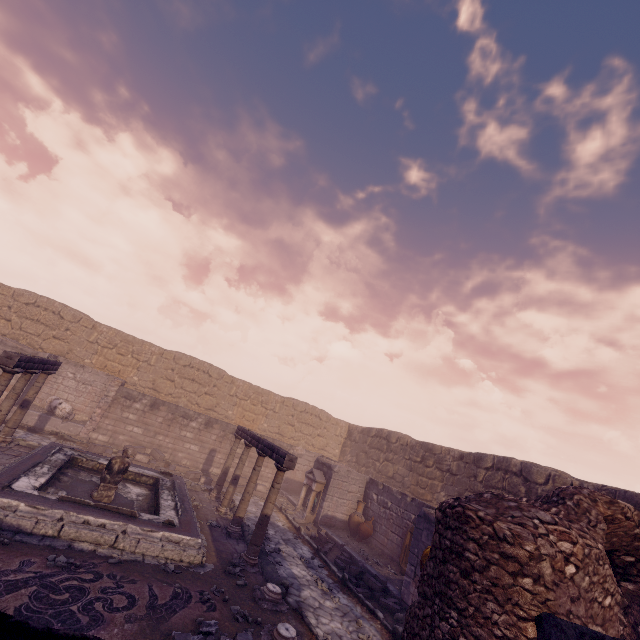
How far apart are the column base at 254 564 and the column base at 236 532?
1.1m

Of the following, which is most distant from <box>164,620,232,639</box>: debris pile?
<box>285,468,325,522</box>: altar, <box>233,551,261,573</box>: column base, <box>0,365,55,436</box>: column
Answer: <box>285,468,325,522</box>: altar

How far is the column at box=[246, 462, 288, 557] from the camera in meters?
8.2 m

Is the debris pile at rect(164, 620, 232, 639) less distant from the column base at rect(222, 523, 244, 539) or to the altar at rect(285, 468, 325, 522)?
the column base at rect(222, 523, 244, 539)

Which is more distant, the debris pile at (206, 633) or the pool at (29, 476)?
the pool at (29, 476)

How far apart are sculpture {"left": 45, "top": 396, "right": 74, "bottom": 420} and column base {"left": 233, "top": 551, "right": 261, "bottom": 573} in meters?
10.4

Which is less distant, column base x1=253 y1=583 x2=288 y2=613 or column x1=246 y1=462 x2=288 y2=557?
column base x1=253 y1=583 x2=288 y2=613

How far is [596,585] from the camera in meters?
3.0 m
